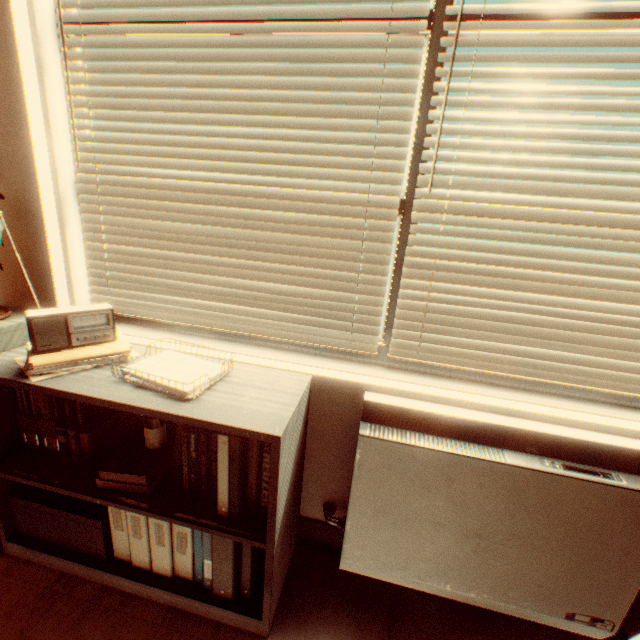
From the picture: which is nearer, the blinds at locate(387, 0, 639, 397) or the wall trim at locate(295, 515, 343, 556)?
the blinds at locate(387, 0, 639, 397)

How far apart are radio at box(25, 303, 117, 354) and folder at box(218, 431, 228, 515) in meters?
0.7

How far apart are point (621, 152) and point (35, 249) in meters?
2.7

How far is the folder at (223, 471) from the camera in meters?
1.3 m

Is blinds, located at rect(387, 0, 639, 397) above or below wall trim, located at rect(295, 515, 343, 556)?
above

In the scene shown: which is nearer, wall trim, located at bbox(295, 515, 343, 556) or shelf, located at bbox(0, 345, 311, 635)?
shelf, located at bbox(0, 345, 311, 635)

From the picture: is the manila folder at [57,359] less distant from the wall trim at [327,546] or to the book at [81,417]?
the book at [81,417]

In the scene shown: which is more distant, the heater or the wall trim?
the wall trim
